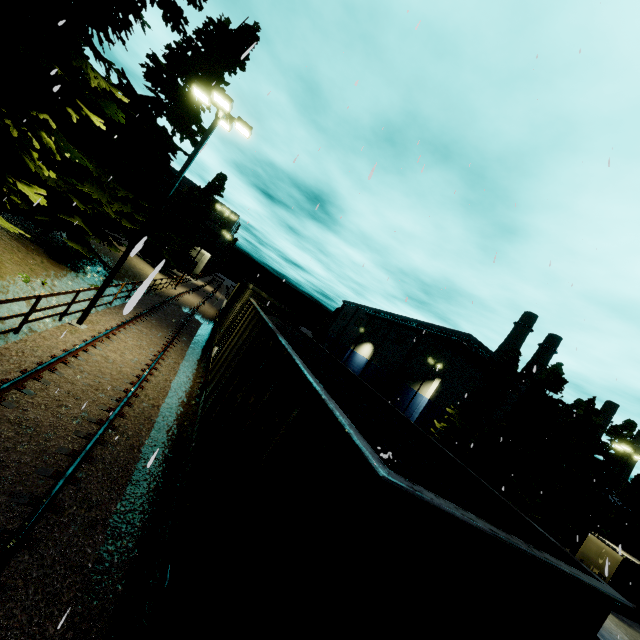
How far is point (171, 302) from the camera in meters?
26.1

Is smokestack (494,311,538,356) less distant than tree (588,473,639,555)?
No

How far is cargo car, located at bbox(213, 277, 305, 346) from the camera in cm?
1512

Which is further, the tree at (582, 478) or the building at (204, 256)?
the building at (204, 256)

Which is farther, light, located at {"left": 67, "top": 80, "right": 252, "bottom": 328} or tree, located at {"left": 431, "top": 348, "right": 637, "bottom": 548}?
tree, located at {"left": 431, "top": 348, "right": 637, "bottom": 548}

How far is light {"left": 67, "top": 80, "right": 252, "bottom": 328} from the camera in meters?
11.7 m

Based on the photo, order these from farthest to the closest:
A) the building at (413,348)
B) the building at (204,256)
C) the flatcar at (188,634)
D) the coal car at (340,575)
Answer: the building at (204,256)
the building at (413,348)
the flatcar at (188,634)
the coal car at (340,575)

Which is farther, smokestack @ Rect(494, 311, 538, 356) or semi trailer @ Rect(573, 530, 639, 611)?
smokestack @ Rect(494, 311, 538, 356)
